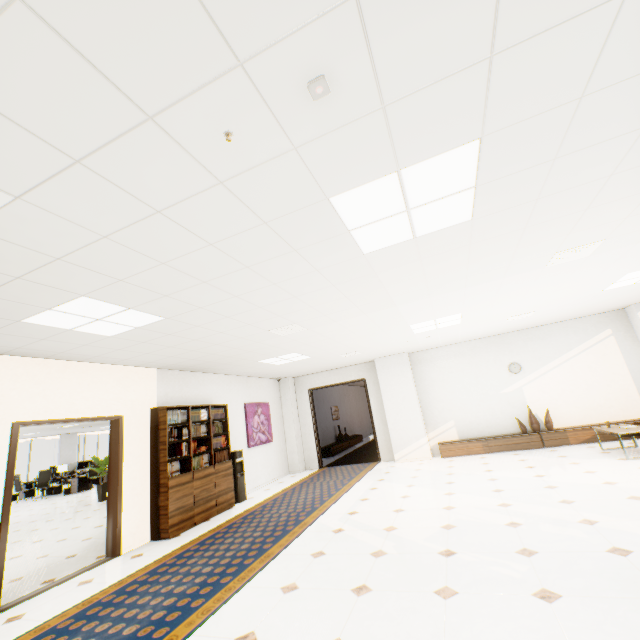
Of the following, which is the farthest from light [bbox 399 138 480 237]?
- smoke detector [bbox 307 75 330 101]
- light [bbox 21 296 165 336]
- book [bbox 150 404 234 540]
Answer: book [bbox 150 404 234 540]

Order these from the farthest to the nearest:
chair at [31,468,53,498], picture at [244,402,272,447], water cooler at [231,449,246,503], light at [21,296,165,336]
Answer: chair at [31,468,53,498], picture at [244,402,272,447], water cooler at [231,449,246,503], light at [21,296,165,336]

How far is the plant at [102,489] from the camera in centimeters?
1066cm

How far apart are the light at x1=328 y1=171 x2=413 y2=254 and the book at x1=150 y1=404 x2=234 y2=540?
4.95m

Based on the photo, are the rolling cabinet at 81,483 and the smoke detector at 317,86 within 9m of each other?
no

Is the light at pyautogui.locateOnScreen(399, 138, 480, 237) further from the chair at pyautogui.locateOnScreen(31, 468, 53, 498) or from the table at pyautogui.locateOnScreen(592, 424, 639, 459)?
the chair at pyautogui.locateOnScreen(31, 468, 53, 498)

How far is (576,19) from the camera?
1.35m

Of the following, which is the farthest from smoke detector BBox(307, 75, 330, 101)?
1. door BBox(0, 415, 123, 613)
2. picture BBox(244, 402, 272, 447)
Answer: picture BBox(244, 402, 272, 447)
